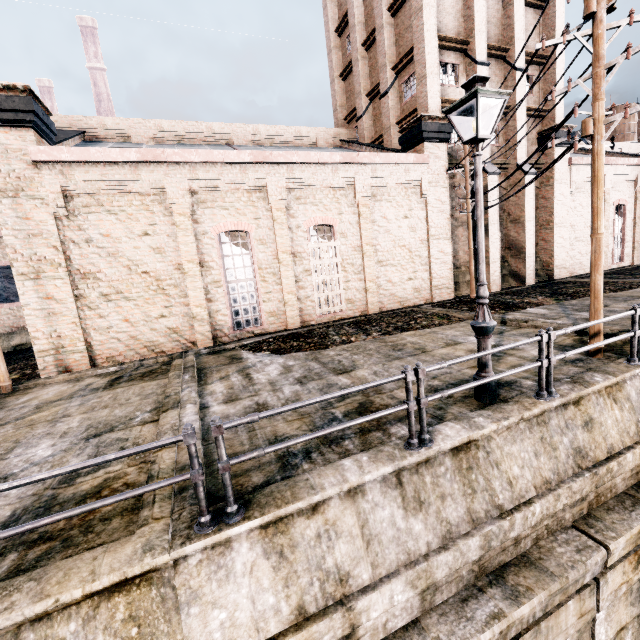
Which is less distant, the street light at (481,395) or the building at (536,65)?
the street light at (481,395)

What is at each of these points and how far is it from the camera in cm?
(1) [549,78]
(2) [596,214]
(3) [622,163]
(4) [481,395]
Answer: (1) building, 2131
(2) electric pole, 746
(3) building, 2397
(4) street light, 633

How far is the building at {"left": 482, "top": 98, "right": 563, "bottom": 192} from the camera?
19.30m

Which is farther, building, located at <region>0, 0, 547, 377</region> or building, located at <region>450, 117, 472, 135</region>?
building, located at <region>450, 117, 472, 135</region>

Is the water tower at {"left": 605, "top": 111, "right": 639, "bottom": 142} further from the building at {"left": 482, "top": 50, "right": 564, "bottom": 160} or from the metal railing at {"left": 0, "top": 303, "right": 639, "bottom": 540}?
the metal railing at {"left": 0, "top": 303, "right": 639, "bottom": 540}

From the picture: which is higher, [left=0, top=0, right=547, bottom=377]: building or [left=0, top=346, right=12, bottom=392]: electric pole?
[left=0, top=0, right=547, bottom=377]: building

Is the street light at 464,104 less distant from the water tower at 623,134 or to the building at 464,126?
the building at 464,126

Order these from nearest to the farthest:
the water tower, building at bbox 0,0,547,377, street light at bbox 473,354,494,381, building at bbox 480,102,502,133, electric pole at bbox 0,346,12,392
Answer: street light at bbox 473,354,494,381
electric pole at bbox 0,346,12,392
building at bbox 0,0,547,377
building at bbox 480,102,502,133
the water tower
